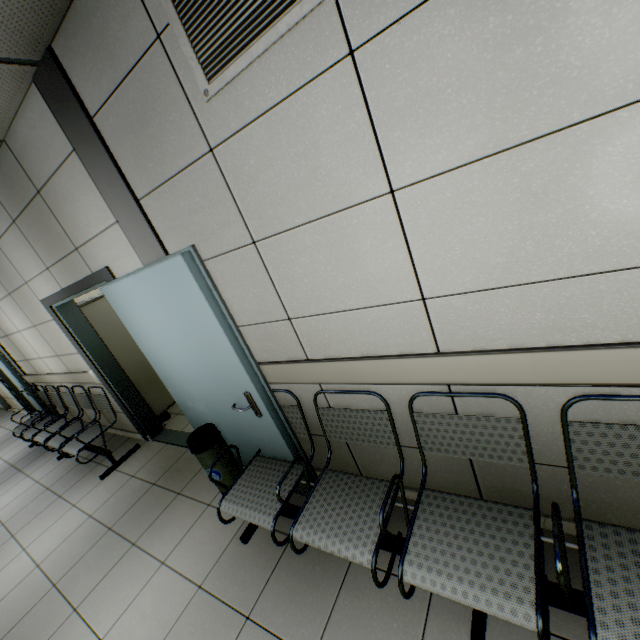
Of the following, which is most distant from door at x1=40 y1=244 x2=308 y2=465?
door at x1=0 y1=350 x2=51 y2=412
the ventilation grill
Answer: door at x1=0 y1=350 x2=51 y2=412

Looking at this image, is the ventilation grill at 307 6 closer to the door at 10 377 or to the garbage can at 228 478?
the garbage can at 228 478

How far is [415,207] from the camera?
1.3 meters

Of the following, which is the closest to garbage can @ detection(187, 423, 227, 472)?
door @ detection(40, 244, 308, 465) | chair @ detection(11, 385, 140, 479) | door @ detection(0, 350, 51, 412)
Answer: door @ detection(40, 244, 308, 465)

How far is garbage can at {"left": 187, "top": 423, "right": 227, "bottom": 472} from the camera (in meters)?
2.67

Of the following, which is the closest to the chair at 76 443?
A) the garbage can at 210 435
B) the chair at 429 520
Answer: the garbage can at 210 435

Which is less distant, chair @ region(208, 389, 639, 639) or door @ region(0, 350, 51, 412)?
chair @ region(208, 389, 639, 639)

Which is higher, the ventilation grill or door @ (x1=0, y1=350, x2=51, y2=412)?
the ventilation grill
